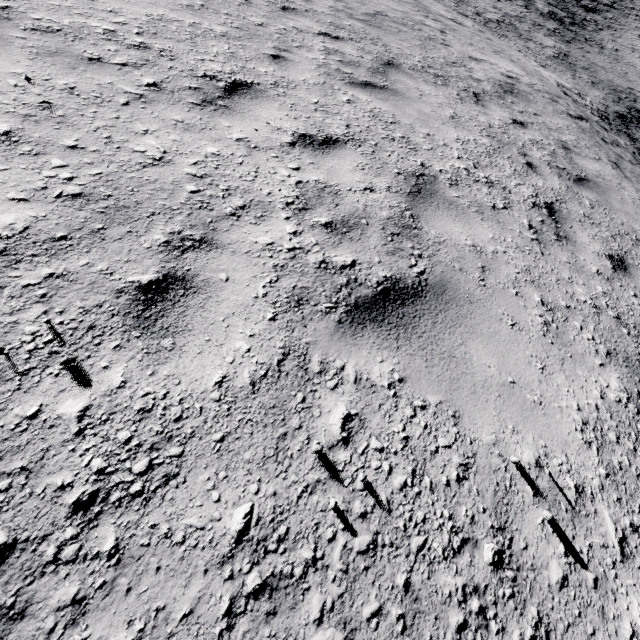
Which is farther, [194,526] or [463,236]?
[463,236]
